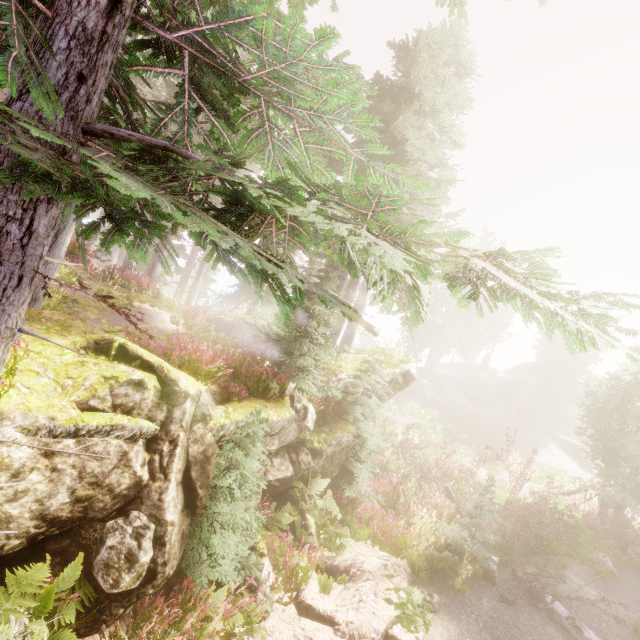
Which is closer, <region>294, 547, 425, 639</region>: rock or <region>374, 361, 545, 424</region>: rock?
<region>294, 547, 425, 639</region>: rock

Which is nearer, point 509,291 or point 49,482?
point 509,291

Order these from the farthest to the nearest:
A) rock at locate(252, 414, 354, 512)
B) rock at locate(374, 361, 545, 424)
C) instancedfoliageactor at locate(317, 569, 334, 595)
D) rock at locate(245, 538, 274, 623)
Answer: rock at locate(374, 361, 545, 424), rock at locate(252, 414, 354, 512), instancedfoliageactor at locate(317, 569, 334, 595), rock at locate(245, 538, 274, 623)

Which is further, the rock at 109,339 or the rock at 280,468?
the rock at 280,468

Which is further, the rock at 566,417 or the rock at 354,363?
the rock at 566,417

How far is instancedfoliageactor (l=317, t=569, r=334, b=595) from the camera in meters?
6.8 m
